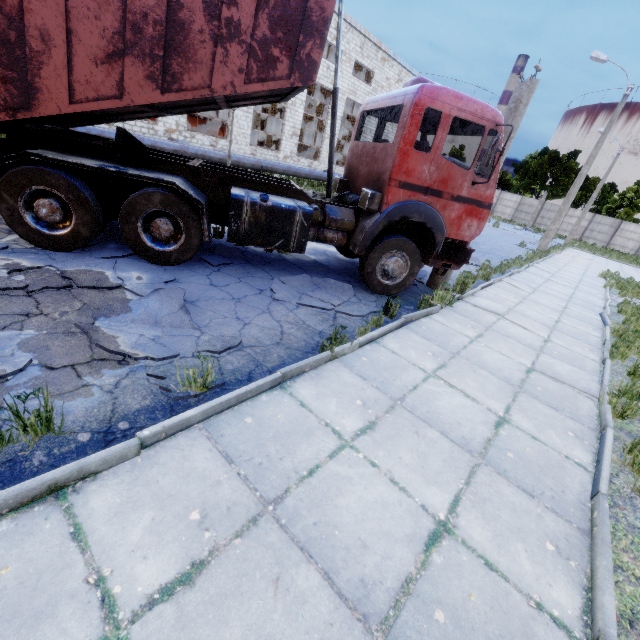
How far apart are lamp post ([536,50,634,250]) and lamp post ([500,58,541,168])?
14.97m

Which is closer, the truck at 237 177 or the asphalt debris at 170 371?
the asphalt debris at 170 371

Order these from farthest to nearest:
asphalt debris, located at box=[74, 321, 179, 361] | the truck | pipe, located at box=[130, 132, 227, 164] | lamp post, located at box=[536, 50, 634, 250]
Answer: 1. lamp post, located at box=[536, 50, 634, 250]
2. pipe, located at box=[130, 132, 227, 164]
3. the truck
4. asphalt debris, located at box=[74, 321, 179, 361]

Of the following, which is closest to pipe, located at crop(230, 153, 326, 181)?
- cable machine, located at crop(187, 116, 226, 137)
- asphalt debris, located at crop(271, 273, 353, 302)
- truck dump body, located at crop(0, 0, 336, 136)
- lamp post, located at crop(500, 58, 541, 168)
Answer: cable machine, located at crop(187, 116, 226, 137)

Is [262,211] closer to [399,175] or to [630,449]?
[399,175]

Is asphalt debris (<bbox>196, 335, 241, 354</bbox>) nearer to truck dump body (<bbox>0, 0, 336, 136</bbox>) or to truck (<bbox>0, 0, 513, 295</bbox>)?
truck (<bbox>0, 0, 513, 295</bbox>)

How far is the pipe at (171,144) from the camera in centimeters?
1395cm
